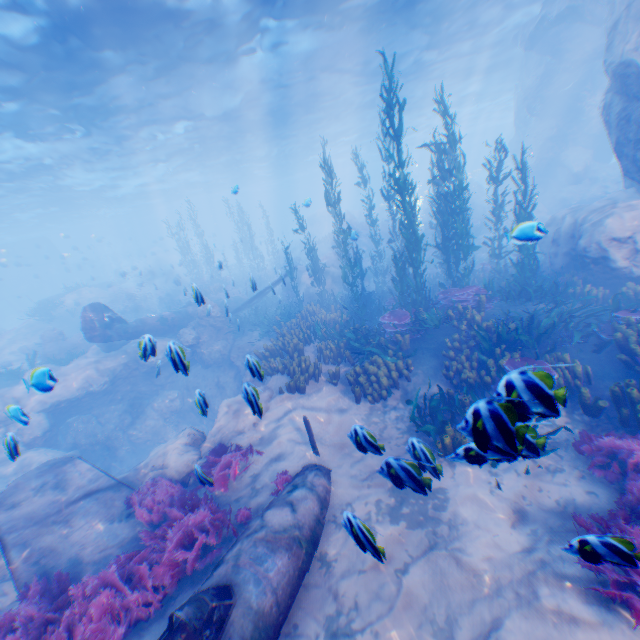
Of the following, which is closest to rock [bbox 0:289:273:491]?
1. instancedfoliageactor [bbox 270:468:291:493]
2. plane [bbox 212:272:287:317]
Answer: plane [bbox 212:272:287:317]

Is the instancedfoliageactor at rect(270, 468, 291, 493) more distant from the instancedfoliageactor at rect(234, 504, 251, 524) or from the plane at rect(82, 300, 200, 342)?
the instancedfoliageactor at rect(234, 504, 251, 524)

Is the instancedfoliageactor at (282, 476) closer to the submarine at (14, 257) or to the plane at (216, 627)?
the plane at (216, 627)

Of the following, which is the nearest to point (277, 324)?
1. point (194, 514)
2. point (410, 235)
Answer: point (410, 235)

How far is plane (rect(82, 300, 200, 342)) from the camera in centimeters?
1435cm

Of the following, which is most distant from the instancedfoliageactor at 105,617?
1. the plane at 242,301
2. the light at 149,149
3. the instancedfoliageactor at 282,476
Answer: the light at 149,149
